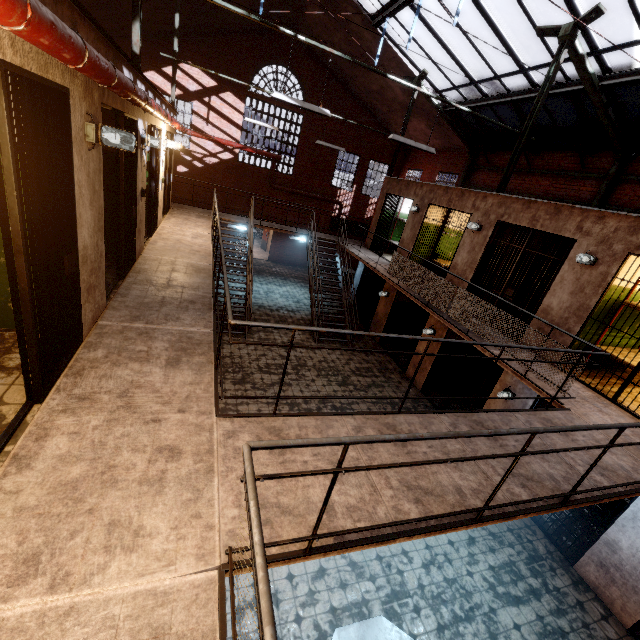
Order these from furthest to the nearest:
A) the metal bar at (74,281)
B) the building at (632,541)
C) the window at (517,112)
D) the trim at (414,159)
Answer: the trim at (414,159) → the window at (517,112) → the building at (632,541) → the metal bar at (74,281)

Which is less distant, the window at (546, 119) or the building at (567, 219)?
the building at (567, 219)

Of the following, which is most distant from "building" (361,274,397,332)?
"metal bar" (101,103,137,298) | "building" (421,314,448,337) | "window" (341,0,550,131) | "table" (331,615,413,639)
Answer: "table" (331,615,413,639)

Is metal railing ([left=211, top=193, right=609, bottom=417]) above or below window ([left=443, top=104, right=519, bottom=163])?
below

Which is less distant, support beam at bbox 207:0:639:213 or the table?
the table

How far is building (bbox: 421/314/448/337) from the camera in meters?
9.5

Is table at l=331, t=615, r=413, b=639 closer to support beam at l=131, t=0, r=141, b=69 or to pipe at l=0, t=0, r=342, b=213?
pipe at l=0, t=0, r=342, b=213

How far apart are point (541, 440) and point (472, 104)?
11.9m
